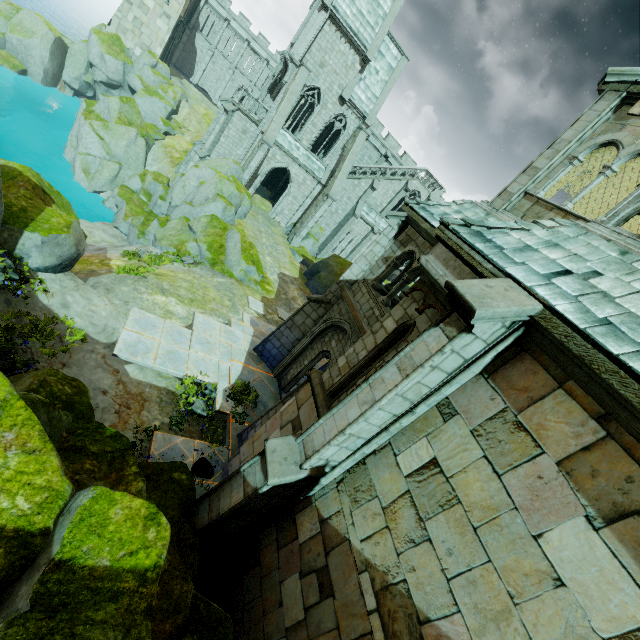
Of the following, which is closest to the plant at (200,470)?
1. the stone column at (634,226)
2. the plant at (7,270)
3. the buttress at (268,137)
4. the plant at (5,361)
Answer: the plant at (5,361)

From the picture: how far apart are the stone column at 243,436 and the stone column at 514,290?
1.5 meters

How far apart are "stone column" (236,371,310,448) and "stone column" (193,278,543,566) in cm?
154

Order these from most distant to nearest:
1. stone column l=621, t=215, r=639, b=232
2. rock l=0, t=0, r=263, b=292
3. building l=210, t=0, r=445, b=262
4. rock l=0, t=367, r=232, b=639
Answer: building l=210, t=0, r=445, b=262, rock l=0, t=0, r=263, b=292, stone column l=621, t=215, r=639, b=232, rock l=0, t=367, r=232, b=639

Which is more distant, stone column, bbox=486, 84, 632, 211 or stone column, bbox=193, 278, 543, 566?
stone column, bbox=486, 84, 632, 211

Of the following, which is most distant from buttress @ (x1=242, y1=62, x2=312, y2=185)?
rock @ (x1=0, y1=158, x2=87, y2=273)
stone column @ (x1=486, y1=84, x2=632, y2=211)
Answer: stone column @ (x1=486, y1=84, x2=632, y2=211)

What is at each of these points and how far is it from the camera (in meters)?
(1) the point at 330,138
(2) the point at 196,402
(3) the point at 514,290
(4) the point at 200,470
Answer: (1) building, 35.59
(2) plant, 10.05
(3) stone column, 4.31
(4) plant, 8.63

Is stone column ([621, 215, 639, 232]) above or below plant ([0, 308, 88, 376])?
above
